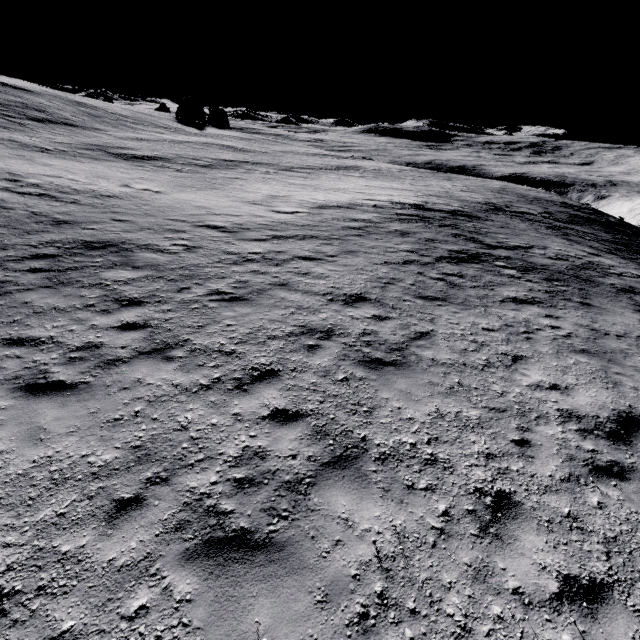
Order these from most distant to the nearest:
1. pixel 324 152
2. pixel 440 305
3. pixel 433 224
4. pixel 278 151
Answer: pixel 324 152 < pixel 278 151 < pixel 433 224 < pixel 440 305
